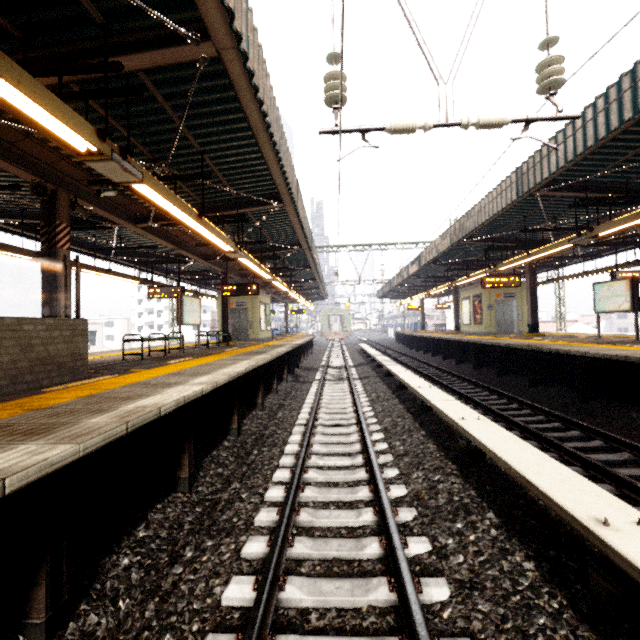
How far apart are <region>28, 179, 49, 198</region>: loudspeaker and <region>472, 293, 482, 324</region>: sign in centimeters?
1860cm

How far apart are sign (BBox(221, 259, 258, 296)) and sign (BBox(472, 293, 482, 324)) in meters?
12.5 m

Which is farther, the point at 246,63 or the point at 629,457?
the point at 629,457

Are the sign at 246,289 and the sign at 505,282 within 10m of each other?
yes

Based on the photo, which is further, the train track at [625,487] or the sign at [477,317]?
the sign at [477,317]

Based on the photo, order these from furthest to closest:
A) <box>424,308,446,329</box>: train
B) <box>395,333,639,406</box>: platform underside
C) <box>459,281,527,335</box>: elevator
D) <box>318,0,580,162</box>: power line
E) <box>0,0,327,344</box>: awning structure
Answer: <box>424,308,446,329</box>: train → <box>459,281,527,335</box>: elevator → <box>395,333,639,406</box>: platform underside → <box>318,0,580,162</box>: power line → <box>0,0,327,344</box>: awning structure

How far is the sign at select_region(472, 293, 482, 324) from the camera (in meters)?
18.06

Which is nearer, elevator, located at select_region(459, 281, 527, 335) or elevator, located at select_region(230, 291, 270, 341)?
elevator, located at select_region(459, 281, 527, 335)
